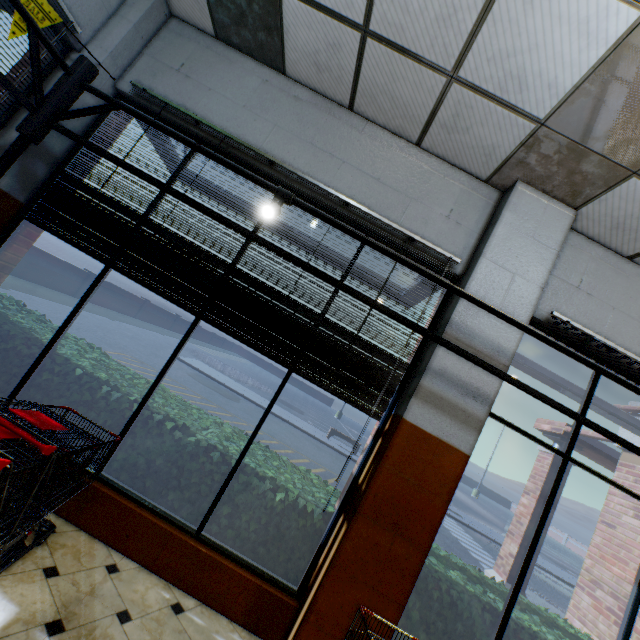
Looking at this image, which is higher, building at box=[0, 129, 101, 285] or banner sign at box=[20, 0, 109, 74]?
banner sign at box=[20, 0, 109, 74]

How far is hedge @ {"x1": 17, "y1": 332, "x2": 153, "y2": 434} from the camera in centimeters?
318cm

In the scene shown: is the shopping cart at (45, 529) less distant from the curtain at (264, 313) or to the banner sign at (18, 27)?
the curtain at (264, 313)

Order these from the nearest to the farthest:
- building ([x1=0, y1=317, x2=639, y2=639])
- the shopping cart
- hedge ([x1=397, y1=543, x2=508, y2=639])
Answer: the shopping cart
building ([x1=0, y1=317, x2=639, y2=639])
hedge ([x1=397, y1=543, x2=508, y2=639])

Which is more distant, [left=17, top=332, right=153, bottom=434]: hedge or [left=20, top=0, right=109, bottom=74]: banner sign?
[left=17, top=332, right=153, bottom=434]: hedge

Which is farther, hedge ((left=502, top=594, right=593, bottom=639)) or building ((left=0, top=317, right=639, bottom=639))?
hedge ((left=502, top=594, right=593, bottom=639))

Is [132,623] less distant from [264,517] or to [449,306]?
[264,517]

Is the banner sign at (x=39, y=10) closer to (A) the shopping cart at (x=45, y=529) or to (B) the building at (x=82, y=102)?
(B) the building at (x=82, y=102)
